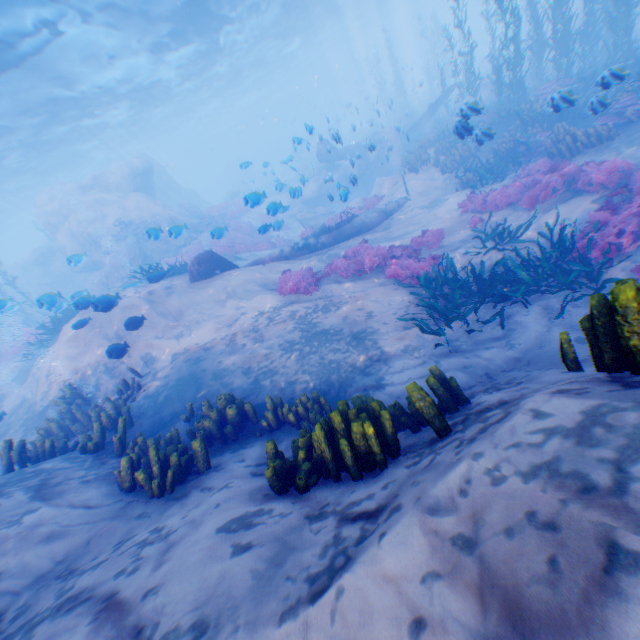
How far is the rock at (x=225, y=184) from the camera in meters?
22.2

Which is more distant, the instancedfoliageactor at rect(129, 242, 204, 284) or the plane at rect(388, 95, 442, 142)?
the plane at rect(388, 95, 442, 142)

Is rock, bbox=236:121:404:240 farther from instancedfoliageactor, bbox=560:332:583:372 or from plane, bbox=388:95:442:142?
instancedfoliageactor, bbox=560:332:583:372

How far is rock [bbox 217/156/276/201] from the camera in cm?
2222

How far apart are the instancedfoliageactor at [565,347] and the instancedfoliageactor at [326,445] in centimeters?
156cm

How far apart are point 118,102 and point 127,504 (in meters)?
32.63

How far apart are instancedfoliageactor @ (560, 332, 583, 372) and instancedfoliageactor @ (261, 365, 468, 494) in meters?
1.6 m

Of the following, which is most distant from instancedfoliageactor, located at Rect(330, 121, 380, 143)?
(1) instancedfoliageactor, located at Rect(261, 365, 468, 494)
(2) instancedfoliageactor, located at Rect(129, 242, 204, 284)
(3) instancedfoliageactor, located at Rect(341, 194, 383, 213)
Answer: (1) instancedfoliageactor, located at Rect(261, 365, 468, 494)
